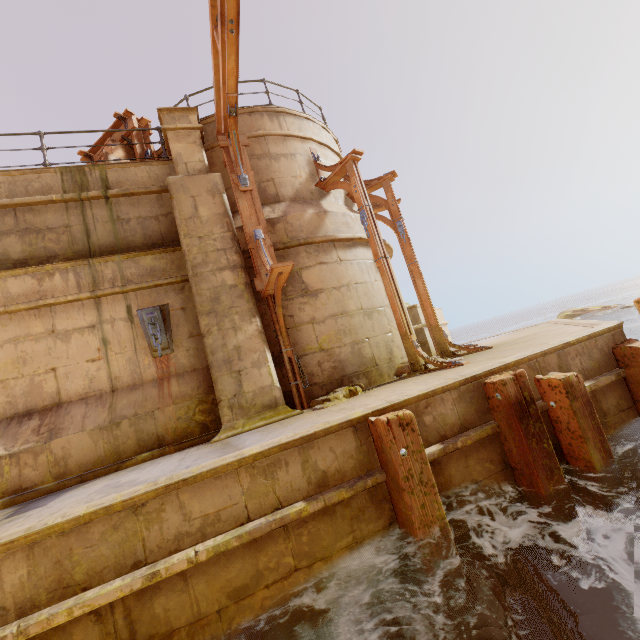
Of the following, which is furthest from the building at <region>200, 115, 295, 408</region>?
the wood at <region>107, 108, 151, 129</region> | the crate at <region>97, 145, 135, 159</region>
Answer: the crate at <region>97, 145, 135, 159</region>

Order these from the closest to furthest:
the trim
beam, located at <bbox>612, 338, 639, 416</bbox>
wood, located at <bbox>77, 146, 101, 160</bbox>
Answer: beam, located at <bbox>612, 338, 639, 416</bbox> < the trim < wood, located at <bbox>77, 146, 101, 160</bbox>

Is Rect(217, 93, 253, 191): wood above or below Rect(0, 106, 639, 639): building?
above

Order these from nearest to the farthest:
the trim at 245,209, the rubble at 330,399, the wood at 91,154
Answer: the rubble at 330,399 < the trim at 245,209 < the wood at 91,154

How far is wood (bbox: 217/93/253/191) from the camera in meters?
5.7 m

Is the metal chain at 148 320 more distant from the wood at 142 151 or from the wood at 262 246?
the wood at 142 151

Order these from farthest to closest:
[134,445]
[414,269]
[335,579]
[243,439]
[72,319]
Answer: [414,269], [72,319], [134,445], [243,439], [335,579]

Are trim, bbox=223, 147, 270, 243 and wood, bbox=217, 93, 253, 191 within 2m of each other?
yes
